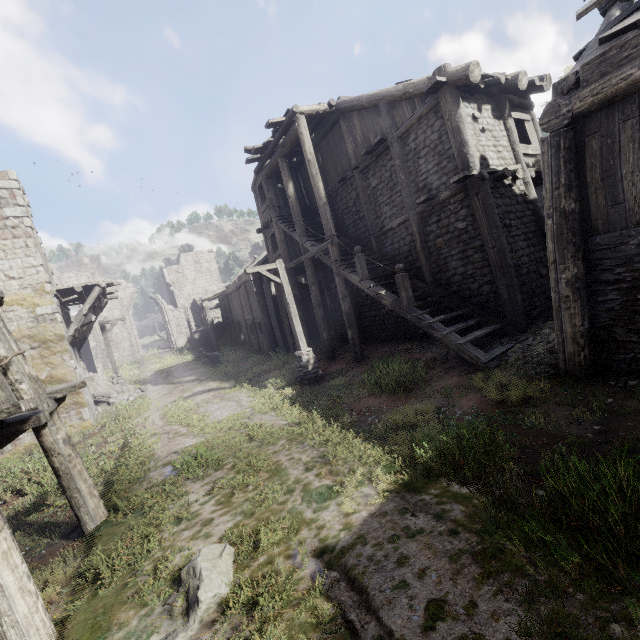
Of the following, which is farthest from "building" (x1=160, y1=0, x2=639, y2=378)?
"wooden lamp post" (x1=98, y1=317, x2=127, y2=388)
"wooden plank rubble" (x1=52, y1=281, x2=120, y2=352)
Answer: "wooden lamp post" (x1=98, y1=317, x2=127, y2=388)

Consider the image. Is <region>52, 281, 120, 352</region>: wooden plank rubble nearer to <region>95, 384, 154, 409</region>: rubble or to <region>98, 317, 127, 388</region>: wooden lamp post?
<region>98, 317, 127, 388</region>: wooden lamp post

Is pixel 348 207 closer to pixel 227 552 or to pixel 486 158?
pixel 486 158

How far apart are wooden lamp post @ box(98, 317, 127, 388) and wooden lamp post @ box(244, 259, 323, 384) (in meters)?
13.15

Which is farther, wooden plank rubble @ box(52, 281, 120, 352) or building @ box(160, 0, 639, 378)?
wooden plank rubble @ box(52, 281, 120, 352)

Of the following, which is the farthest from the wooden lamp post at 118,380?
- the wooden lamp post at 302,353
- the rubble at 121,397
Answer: the wooden lamp post at 302,353

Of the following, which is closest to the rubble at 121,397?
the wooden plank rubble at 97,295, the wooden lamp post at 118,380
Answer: the wooden lamp post at 118,380

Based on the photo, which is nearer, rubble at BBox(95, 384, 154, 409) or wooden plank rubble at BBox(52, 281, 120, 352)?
wooden plank rubble at BBox(52, 281, 120, 352)
